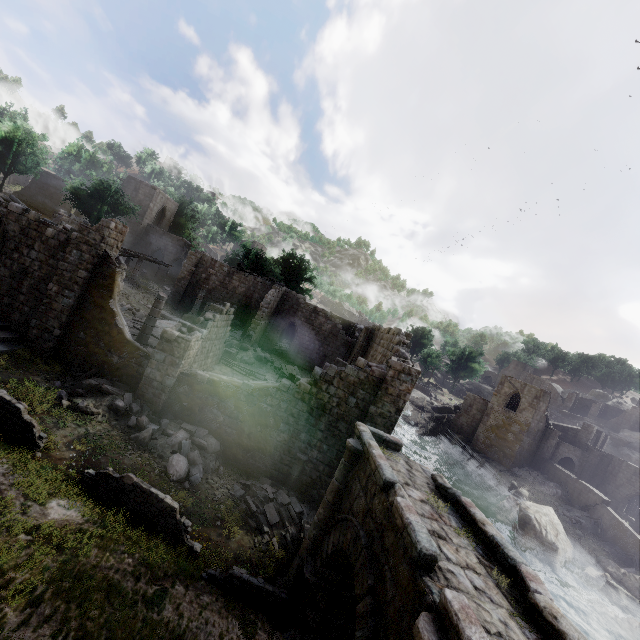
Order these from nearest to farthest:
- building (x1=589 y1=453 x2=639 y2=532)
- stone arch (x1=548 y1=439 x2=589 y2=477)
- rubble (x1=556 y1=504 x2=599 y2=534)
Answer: rubble (x1=556 y1=504 x2=599 y2=534) < building (x1=589 y1=453 x2=639 y2=532) < stone arch (x1=548 y1=439 x2=589 y2=477)

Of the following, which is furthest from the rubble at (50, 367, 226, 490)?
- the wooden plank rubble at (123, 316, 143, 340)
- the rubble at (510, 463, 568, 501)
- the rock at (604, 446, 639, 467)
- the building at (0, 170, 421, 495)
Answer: the rock at (604, 446, 639, 467)

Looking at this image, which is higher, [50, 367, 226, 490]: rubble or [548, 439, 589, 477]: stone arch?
[548, 439, 589, 477]: stone arch

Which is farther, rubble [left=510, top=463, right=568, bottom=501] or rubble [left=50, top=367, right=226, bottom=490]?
rubble [left=510, top=463, right=568, bottom=501]

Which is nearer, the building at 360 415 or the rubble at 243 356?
the building at 360 415

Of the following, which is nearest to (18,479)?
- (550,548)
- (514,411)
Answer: (550,548)

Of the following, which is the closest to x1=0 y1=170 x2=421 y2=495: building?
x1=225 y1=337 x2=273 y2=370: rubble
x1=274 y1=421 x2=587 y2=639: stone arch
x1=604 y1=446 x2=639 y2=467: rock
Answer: x1=225 y1=337 x2=273 y2=370: rubble

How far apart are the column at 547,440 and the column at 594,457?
4.7 meters
